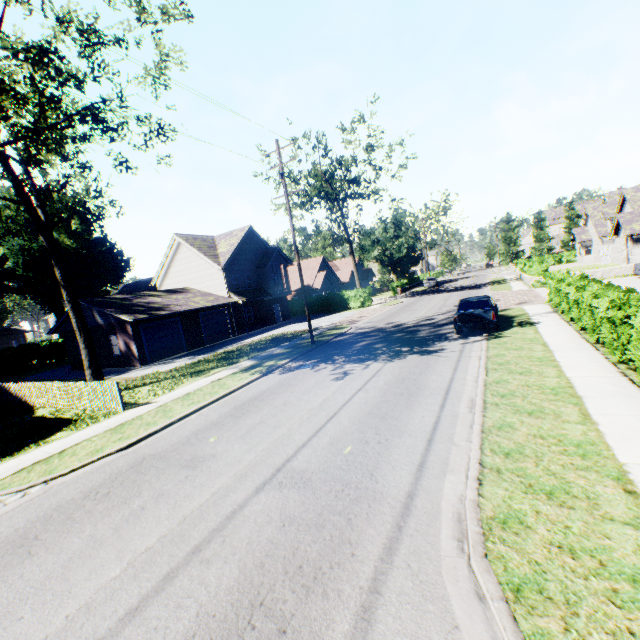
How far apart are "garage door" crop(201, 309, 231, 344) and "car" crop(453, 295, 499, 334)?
20.8m

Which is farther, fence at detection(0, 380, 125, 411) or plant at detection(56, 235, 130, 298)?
plant at detection(56, 235, 130, 298)

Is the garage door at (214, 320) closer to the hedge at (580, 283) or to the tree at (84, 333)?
the tree at (84, 333)

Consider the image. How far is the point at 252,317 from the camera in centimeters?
3447cm

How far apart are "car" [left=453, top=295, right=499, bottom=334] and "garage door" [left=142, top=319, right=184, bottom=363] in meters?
20.9

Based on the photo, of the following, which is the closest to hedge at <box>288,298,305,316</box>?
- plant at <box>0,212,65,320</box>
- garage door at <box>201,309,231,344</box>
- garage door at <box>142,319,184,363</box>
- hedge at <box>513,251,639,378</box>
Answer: plant at <box>0,212,65,320</box>

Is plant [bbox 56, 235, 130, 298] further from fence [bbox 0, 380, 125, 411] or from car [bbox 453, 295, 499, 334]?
car [bbox 453, 295, 499, 334]

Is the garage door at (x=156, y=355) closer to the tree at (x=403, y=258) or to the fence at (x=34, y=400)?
the fence at (x=34, y=400)
